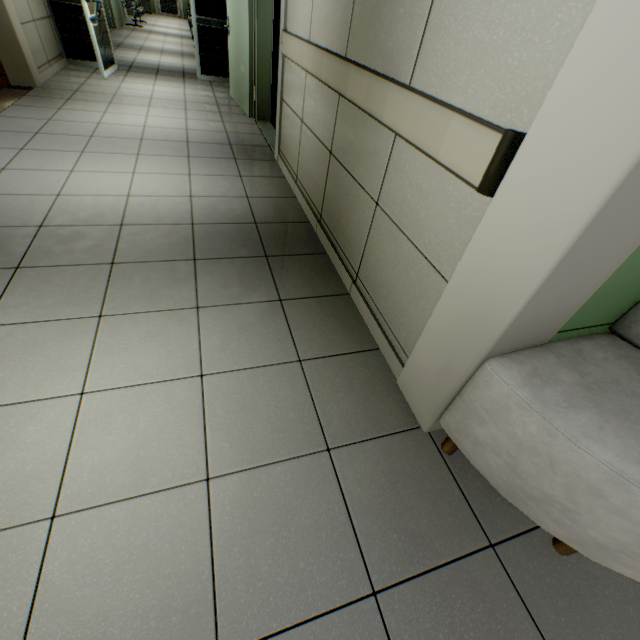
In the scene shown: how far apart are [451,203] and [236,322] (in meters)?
1.26

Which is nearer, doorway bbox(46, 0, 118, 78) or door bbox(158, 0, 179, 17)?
doorway bbox(46, 0, 118, 78)

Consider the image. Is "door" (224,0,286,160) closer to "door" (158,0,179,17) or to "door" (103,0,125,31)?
"door" (103,0,125,31)

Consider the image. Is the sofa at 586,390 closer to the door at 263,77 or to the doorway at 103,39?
the door at 263,77

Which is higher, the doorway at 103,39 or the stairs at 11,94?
the doorway at 103,39

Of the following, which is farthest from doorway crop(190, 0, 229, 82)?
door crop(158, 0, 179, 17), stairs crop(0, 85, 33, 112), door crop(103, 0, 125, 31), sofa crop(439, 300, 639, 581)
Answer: door crop(158, 0, 179, 17)

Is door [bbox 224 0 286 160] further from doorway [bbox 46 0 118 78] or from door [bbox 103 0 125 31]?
door [bbox 103 0 125 31]

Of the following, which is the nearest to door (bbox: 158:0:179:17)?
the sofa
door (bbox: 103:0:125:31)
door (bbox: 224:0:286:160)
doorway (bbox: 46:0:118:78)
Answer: door (bbox: 103:0:125:31)
